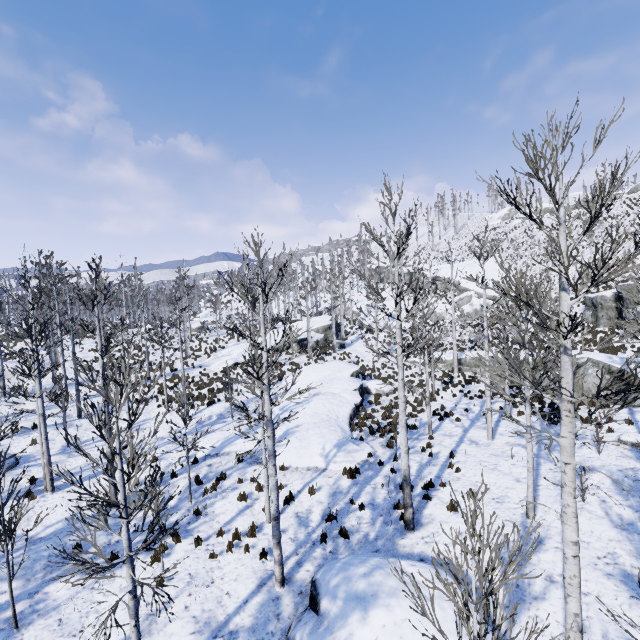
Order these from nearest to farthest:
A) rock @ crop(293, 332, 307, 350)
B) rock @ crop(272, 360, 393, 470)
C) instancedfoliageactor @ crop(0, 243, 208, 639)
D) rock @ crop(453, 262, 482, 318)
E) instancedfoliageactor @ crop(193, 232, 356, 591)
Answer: instancedfoliageactor @ crop(0, 243, 208, 639), instancedfoliageactor @ crop(193, 232, 356, 591), rock @ crop(272, 360, 393, 470), rock @ crop(293, 332, 307, 350), rock @ crop(453, 262, 482, 318)

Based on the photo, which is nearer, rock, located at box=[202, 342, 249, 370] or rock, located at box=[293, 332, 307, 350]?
rock, located at box=[202, 342, 249, 370]

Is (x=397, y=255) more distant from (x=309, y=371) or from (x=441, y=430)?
(x=309, y=371)

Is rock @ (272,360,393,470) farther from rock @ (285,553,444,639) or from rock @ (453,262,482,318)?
rock @ (453,262,482,318)

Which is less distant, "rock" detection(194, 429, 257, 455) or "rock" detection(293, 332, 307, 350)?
"rock" detection(194, 429, 257, 455)

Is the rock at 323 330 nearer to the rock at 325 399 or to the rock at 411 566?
the rock at 325 399

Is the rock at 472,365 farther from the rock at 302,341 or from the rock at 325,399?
the rock at 302,341

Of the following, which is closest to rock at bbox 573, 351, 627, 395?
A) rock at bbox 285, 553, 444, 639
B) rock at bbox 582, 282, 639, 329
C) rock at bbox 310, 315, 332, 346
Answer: rock at bbox 582, 282, 639, 329
